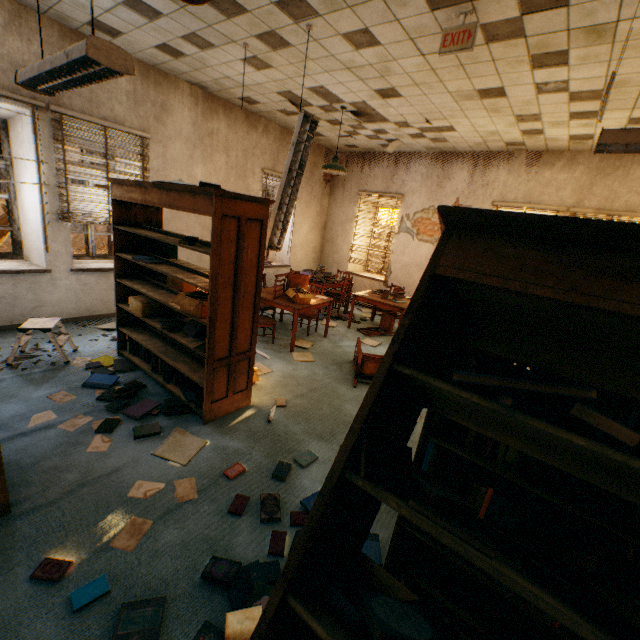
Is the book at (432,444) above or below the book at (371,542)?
above

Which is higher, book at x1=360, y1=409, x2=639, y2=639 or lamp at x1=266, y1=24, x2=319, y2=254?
lamp at x1=266, y1=24, x2=319, y2=254

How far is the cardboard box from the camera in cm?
518

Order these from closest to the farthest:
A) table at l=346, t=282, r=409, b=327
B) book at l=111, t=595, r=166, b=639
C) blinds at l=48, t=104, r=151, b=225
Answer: book at l=111, t=595, r=166, b=639 → blinds at l=48, t=104, r=151, b=225 → table at l=346, t=282, r=409, b=327

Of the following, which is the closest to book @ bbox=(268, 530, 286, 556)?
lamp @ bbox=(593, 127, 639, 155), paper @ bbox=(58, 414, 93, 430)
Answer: lamp @ bbox=(593, 127, 639, 155)

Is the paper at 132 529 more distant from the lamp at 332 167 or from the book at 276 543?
the lamp at 332 167

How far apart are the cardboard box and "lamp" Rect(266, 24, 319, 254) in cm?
117

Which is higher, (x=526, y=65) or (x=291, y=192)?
(x=526, y=65)
